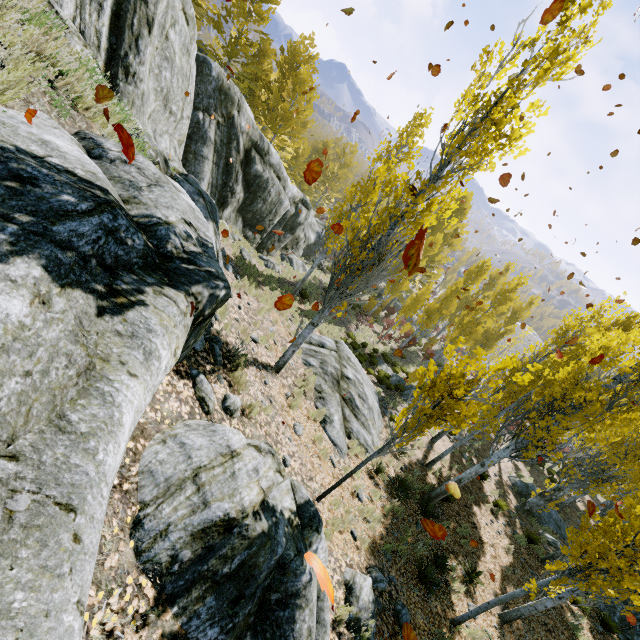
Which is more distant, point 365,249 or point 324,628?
point 365,249

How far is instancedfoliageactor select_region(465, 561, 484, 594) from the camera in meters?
9.1 m

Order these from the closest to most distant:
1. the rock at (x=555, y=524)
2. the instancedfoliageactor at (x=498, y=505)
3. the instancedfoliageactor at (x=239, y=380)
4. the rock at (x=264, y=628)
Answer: the rock at (x=264, y=628) < the instancedfoliageactor at (x=239, y=380) < the instancedfoliageactor at (x=498, y=505) < the rock at (x=555, y=524)

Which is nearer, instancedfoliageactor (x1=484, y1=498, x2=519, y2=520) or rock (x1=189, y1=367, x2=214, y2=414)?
rock (x1=189, y1=367, x2=214, y2=414)

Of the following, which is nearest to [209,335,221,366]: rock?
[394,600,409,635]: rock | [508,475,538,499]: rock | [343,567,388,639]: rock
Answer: [343,567,388,639]: rock

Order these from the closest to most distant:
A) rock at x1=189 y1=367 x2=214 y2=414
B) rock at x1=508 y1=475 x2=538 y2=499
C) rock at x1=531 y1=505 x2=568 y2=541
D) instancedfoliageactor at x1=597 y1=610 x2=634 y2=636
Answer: rock at x1=189 y1=367 x2=214 y2=414 < instancedfoliageactor at x1=597 y1=610 x2=634 y2=636 < rock at x1=531 y1=505 x2=568 y2=541 < rock at x1=508 y1=475 x2=538 y2=499

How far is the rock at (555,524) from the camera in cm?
1655
